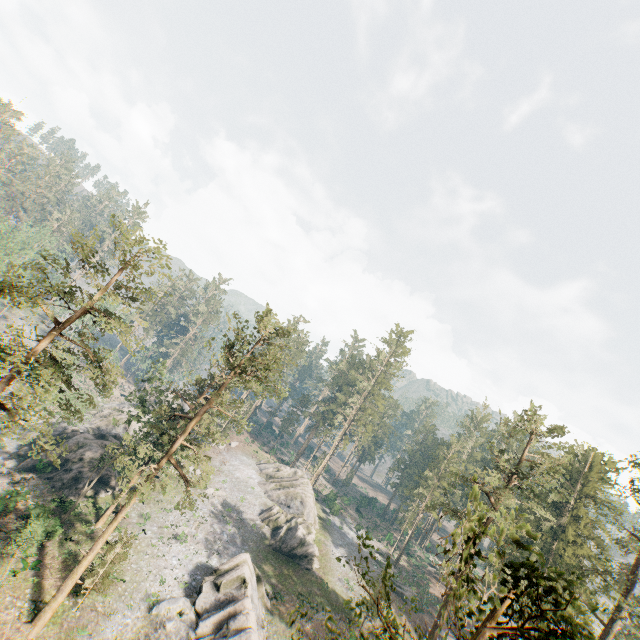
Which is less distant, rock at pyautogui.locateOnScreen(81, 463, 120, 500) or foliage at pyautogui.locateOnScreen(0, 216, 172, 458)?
foliage at pyautogui.locateOnScreen(0, 216, 172, 458)

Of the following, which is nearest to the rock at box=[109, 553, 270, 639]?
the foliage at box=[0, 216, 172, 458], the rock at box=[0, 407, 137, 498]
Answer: the foliage at box=[0, 216, 172, 458]

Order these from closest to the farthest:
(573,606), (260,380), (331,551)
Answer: (573,606) → (260,380) → (331,551)

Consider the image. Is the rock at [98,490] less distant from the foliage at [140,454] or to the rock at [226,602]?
the foliage at [140,454]

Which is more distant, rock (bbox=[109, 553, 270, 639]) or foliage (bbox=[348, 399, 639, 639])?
rock (bbox=[109, 553, 270, 639])
